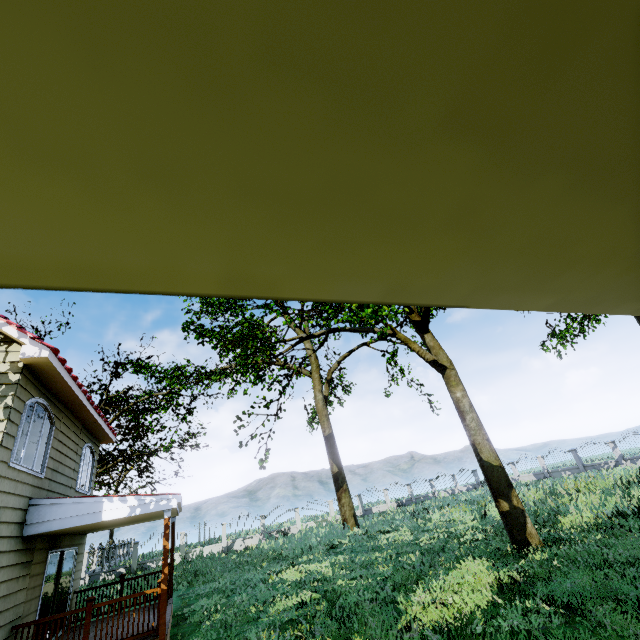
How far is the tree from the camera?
10.1m

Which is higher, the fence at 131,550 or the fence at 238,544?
the fence at 131,550

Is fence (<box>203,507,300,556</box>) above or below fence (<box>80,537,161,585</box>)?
below

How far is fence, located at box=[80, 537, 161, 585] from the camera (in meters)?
22.88

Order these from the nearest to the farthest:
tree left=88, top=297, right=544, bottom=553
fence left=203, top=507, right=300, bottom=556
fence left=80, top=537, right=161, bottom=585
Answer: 1. tree left=88, top=297, right=544, bottom=553
2. fence left=80, top=537, right=161, bottom=585
3. fence left=203, top=507, right=300, bottom=556

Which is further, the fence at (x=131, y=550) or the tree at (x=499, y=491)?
the fence at (x=131, y=550)

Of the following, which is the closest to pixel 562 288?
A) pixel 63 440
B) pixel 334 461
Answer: pixel 63 440
